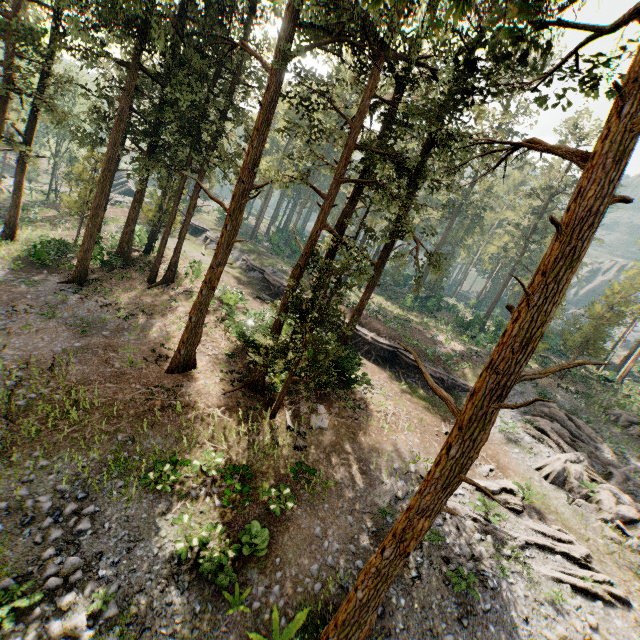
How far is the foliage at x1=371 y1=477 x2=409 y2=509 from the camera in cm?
1421

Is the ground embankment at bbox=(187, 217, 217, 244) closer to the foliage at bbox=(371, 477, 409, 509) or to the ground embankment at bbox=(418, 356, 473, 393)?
the foliage at bbox=(371, 477, 409, 509)

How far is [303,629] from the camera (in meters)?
9.74

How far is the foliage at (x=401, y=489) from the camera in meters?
14.2

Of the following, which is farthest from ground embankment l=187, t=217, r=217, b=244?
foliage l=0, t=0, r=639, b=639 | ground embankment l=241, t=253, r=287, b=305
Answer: ground embankment l=241, t=253, r=287, b=305

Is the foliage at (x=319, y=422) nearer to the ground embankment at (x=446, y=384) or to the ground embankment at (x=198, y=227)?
the ground embankment at (x=446, y=384)
